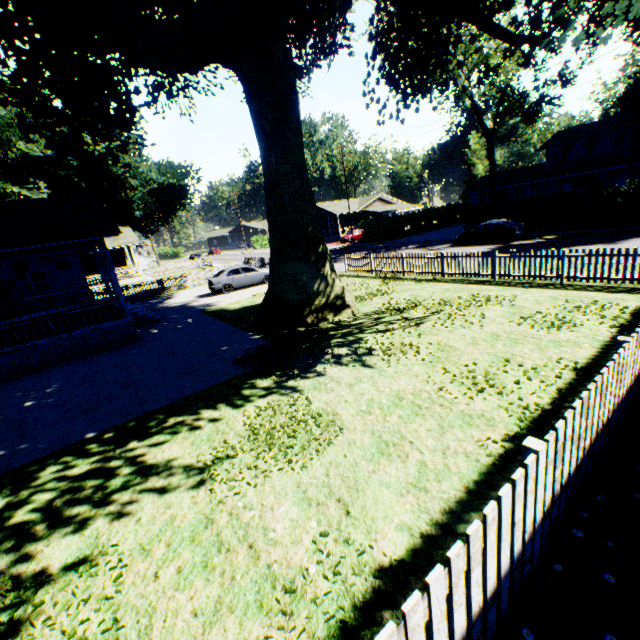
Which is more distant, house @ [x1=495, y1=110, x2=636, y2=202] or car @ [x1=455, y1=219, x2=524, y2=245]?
house @ [x1=495, y1=110, x2=636, y2=202]

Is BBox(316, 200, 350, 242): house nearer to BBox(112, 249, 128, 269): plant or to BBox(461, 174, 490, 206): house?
BBox(461, 174, 490, 206): house

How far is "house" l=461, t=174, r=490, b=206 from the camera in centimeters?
4647cm

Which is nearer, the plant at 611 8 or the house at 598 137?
the plant at 611 8

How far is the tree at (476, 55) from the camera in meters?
24.9

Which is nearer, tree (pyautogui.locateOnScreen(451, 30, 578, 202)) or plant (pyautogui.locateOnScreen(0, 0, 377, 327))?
plant (pyautogui.locateOnScreen(0, 0, 377, 327))

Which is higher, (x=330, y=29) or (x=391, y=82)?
(x=330, y=29)

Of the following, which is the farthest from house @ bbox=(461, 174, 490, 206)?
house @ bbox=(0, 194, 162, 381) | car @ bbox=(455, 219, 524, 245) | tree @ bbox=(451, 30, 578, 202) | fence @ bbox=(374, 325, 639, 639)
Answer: house @ bbox=(0, 194, 162, 381)
